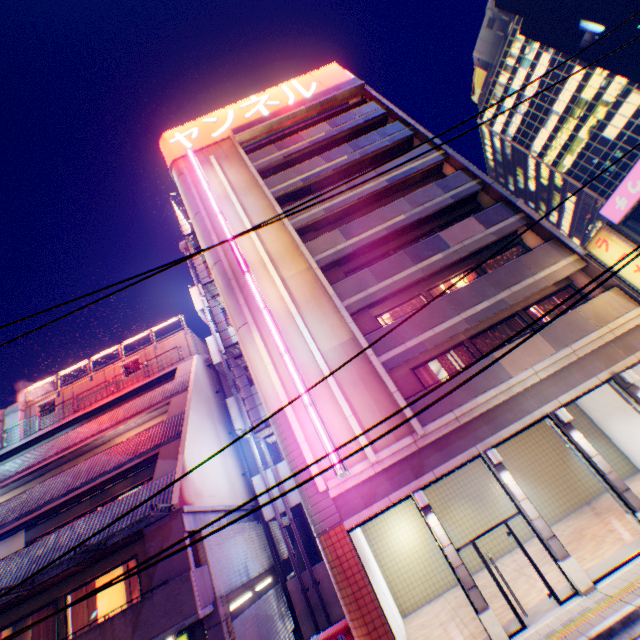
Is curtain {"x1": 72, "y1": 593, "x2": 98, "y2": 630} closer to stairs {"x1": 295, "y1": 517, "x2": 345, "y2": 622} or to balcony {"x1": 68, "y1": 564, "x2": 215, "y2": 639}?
balcony {"x1": 68, "y1": 564, "x2": 215, "y2": 639}

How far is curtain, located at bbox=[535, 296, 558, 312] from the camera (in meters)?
14.86

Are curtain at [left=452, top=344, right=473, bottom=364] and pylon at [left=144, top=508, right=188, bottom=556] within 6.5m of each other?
no

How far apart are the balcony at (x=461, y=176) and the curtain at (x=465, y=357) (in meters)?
7.11

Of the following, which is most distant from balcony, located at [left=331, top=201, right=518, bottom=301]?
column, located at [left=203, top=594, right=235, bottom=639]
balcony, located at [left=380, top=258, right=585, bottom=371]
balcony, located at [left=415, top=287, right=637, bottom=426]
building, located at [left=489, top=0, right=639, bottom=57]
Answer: building, located at [left=489, top=0, right=639, bottom=57]

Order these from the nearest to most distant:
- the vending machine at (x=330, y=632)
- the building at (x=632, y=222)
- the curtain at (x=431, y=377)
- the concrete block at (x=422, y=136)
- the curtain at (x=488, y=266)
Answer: the vending machine at (x=330, y=632) → the curtain at (x=431, y=377) → the curtain at (x=488, y=266) → the concrete block at (x=422, y=136) → the building at (x=632, y=222)

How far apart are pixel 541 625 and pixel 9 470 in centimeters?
2437cm

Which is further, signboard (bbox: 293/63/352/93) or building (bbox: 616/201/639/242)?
signboard (bbox: 293/63/352/93)
